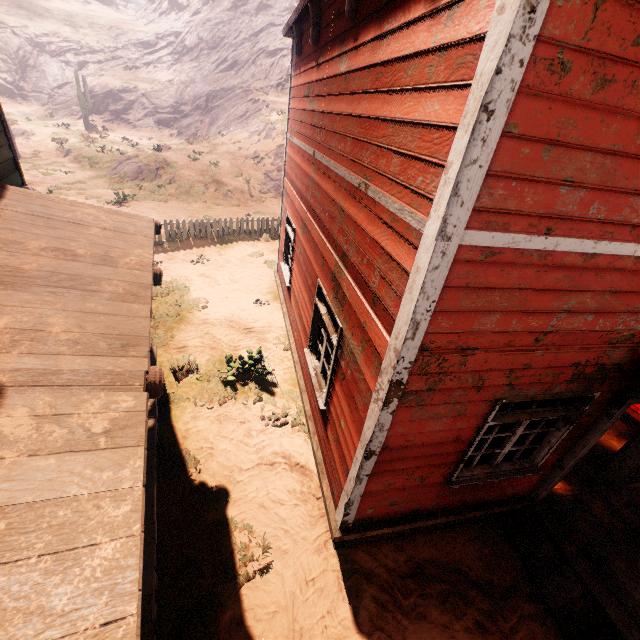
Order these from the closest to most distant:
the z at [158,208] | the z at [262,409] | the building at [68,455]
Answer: the building at [68,455] < the z at [262,409] < the z at [158,208]

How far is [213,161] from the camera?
22.4m

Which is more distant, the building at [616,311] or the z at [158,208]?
the z at [158,208]

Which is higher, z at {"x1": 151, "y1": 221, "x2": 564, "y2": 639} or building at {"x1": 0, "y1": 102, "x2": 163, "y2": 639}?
building at {"x1": 0, "y1": 102, "x2": 163, "y2": 639}

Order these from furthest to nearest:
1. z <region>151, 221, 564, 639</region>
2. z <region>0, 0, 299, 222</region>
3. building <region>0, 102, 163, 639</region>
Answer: z <region>0, 0, 299, 222</region> → z <region>151, 221, 564, 639</region> → building <region>0, 102, 163, 639</region>

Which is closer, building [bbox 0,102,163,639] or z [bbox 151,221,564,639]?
building [bbox 0,102,163,639]

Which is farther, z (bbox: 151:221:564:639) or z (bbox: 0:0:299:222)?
z (bbox: 0:0:299:222)
